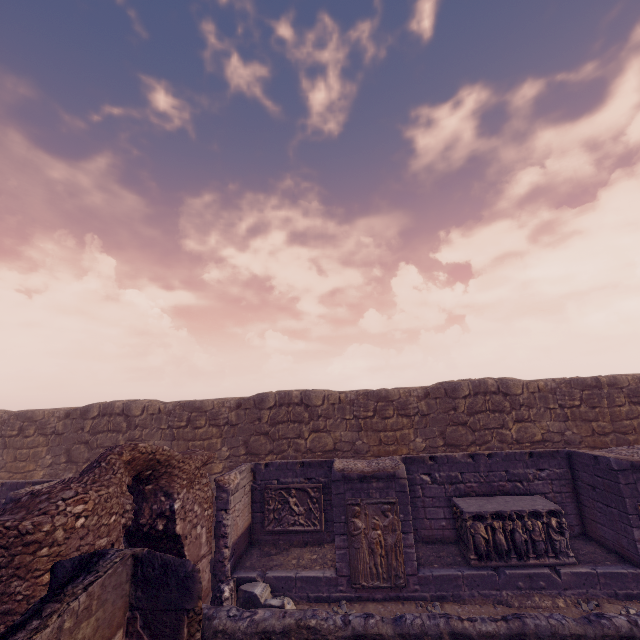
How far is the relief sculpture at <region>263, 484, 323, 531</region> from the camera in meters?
9.6

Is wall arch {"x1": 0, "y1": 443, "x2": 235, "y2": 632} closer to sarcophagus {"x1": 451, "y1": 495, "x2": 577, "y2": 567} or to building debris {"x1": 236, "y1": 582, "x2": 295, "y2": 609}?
building debris {"x1": 236, "y1": 582, "x2": 295, "y2": 609}

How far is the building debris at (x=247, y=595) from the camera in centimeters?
700cm

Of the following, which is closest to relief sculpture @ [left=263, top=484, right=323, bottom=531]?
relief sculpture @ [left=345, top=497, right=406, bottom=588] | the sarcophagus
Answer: relief sculpture @ [left=345, top=497, right=406, bottom=588]

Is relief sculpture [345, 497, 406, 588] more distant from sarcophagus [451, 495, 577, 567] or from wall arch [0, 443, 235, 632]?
wall arch [0, 443, 235, 632]

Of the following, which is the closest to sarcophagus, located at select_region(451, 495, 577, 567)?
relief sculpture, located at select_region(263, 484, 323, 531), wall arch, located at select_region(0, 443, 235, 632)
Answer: relief sculpture, located at select_region(263, 484, 323, 531)

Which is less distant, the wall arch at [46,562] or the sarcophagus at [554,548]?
the wall arch at [46,562]

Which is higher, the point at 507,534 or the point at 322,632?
the point at 322,632
